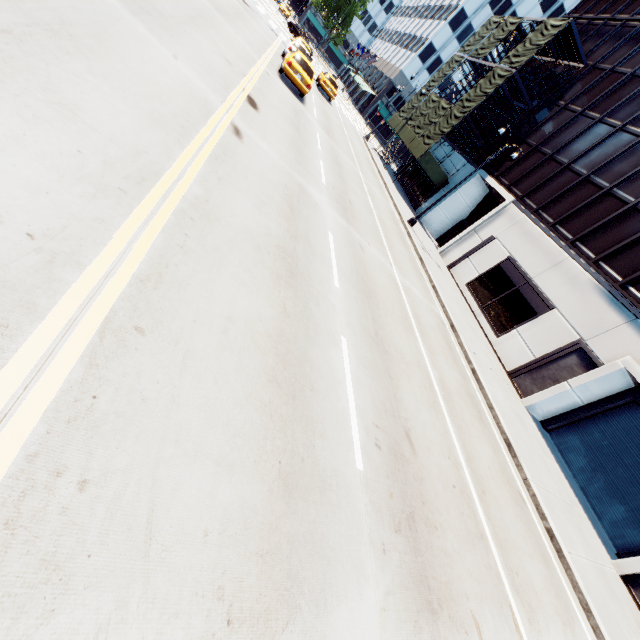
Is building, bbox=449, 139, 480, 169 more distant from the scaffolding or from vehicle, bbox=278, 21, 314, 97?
vehicle, bbox=278, 21, 314, 97

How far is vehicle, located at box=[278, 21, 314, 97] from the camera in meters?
17.1 m

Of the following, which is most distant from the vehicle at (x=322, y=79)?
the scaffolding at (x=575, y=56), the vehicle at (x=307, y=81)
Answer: the scaffolding at (x=575, y=56)

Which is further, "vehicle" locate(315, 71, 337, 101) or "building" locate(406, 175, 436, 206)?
"building" locate(406, 175, 436, 206)

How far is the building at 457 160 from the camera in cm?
2941

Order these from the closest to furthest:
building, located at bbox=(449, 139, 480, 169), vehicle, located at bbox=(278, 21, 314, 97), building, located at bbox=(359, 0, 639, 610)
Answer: building, located at bbox=(359, 0, 639, 610) < vehicle, located at bbox=(278, 21, 314, 97) < building, located at bbox=(449, 139, 480, 169)

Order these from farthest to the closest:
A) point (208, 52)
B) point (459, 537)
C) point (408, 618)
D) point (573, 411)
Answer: point (573, 411)
point (208, 52)
point (459, 537)
point (408, 618)

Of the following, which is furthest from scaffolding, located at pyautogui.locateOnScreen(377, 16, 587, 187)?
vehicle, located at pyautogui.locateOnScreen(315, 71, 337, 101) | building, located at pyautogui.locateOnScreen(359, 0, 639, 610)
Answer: vehicle, located at pyautogui.locateOnScreen(315, 71, 337, 101)
